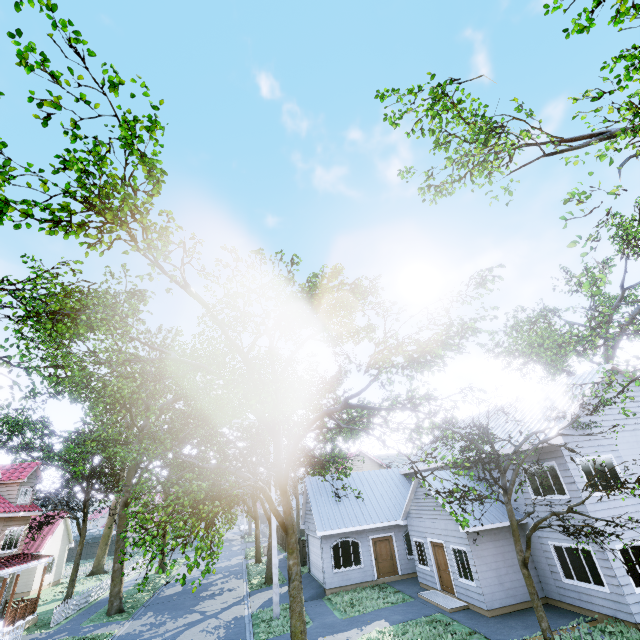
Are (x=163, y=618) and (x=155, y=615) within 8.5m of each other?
yes

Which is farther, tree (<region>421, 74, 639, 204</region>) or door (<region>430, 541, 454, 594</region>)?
door (<region>430, 541, 454, 594</region>)

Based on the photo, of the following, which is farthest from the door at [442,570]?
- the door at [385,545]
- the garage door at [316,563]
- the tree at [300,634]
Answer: the garage door at [316,563]

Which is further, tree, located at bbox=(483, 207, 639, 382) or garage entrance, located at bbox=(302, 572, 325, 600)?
garage entrance, located at bbox=(302, 572, 325, 600)

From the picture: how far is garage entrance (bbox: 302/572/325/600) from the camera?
18.8 meters

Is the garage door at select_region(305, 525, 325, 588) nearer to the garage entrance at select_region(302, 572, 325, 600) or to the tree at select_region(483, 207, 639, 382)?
the garage entrance at select_region(302, 572, 325, 600)

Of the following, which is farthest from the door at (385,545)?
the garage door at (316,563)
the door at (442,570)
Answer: the door at (442,570)
